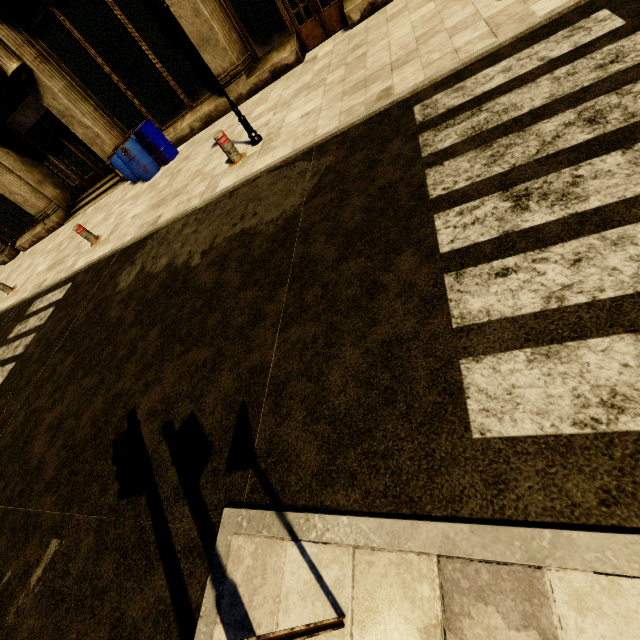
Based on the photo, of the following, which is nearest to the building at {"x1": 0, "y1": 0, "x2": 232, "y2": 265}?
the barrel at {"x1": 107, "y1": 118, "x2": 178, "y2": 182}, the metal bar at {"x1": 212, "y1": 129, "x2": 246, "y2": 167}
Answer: the barrel at {"x1": 107, "y1": 118, "x2": 178, "y2": 182}

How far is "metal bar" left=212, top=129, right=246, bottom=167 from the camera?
5.8 meters

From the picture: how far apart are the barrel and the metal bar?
4.3 meters

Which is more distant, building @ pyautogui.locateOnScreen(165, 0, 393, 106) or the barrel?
the barrel

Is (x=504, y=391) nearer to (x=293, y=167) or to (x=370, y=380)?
(x=370, y=380)

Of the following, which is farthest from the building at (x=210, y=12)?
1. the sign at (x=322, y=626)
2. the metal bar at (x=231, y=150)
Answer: the sign at (x=322, y=626)

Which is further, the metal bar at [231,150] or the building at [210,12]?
the building at [210,12]

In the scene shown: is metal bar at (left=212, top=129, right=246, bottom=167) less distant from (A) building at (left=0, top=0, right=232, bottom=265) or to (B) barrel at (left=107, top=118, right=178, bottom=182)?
(A) building at (left=0, top=0, right=232, bottom=265)
